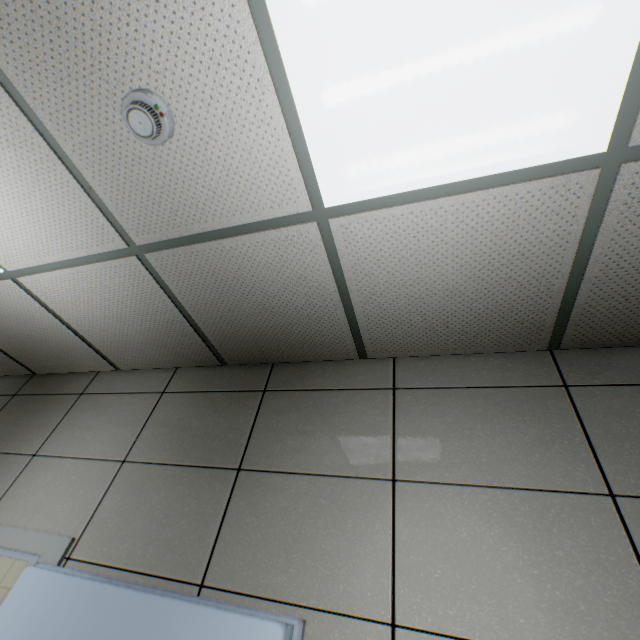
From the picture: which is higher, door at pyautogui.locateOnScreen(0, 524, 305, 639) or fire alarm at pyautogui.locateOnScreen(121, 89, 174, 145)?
fire alarm at pyautogui.locateOnScreen(121, 89, 174, 145)

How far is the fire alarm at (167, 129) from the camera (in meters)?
1.09

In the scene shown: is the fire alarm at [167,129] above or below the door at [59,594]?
above

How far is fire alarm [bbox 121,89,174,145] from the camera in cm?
109

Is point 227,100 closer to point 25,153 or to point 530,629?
point 25,153
